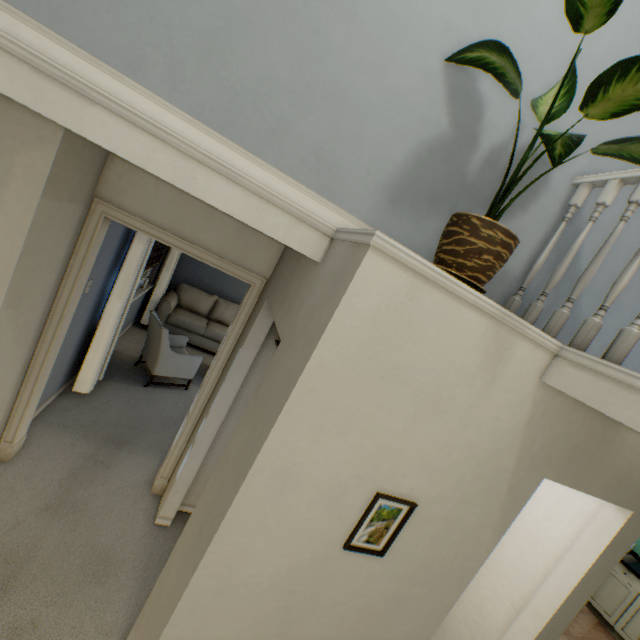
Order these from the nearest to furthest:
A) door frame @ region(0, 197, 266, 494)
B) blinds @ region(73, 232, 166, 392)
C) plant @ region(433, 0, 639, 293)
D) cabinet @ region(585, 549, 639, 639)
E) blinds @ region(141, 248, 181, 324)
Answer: plant @ region(433, 0, 639, 293)
door frame @ region(0, 197, 266, 494)
blinds @ region(73, 232, 166, 392)
cabinet @ region(585, 549, 639, 639)
blinds @ region(141, 248, 181, 324)

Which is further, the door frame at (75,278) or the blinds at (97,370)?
the blinds at (97,370)

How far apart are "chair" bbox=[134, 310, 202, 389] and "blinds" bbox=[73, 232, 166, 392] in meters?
0.4

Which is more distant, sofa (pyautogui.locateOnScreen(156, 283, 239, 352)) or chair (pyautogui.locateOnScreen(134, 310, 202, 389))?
sofa (pyautogui.locateOnScreen(156, 283, 239, 352))

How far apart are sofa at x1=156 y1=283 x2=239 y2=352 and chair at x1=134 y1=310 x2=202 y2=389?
0.96m

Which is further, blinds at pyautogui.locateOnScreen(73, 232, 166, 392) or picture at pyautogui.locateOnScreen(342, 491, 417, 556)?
blinds at pyautogui.locateOnScreen(73, 232, 166, 392)

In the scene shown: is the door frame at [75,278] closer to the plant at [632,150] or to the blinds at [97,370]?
the blinds at [97,370]

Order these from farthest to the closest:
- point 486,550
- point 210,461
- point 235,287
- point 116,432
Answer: point 235,287 → point 116,432 → point 210,461 → point 486,550
